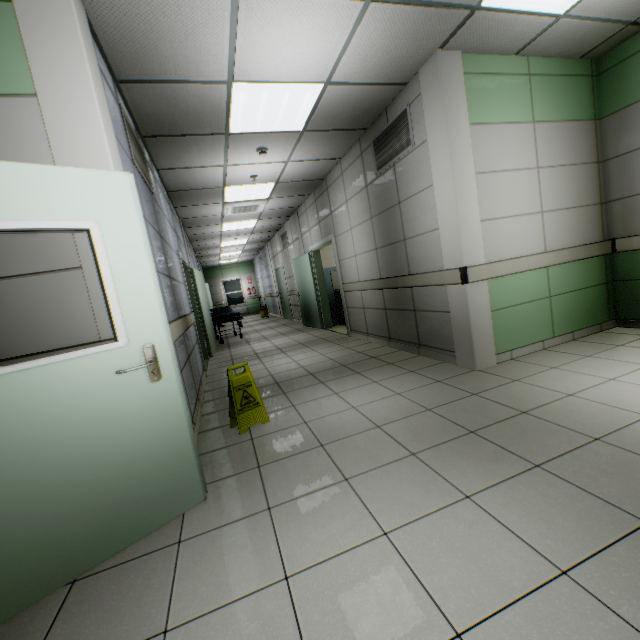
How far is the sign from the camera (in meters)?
3.01

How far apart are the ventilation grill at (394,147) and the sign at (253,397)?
3.2m

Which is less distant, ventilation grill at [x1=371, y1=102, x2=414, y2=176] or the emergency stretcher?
ventilation grill at [x1=371, y1=102, x2=414, y2=176]

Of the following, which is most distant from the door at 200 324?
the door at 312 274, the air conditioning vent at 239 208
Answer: the door at 312 274

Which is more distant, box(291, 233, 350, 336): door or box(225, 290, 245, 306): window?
box(225, 290, 245, 306): window

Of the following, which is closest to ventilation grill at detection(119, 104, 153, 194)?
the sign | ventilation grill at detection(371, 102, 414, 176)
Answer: the sign

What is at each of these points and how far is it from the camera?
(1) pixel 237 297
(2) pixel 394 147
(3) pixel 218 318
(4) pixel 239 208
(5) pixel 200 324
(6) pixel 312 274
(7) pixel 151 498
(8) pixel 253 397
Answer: (1) window, 19.8 meters
(2) ventilation grill, 4.1 meters
(3) emergency stretcher, 8.9 meters
(4) air conditioning vent, 7.4 meters
(5) door, 7.0 meters
(6) door, 8.3 meters
(7) door, 1.8 meters
(8) sign, 3.1 meters

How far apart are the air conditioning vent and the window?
12.2m
